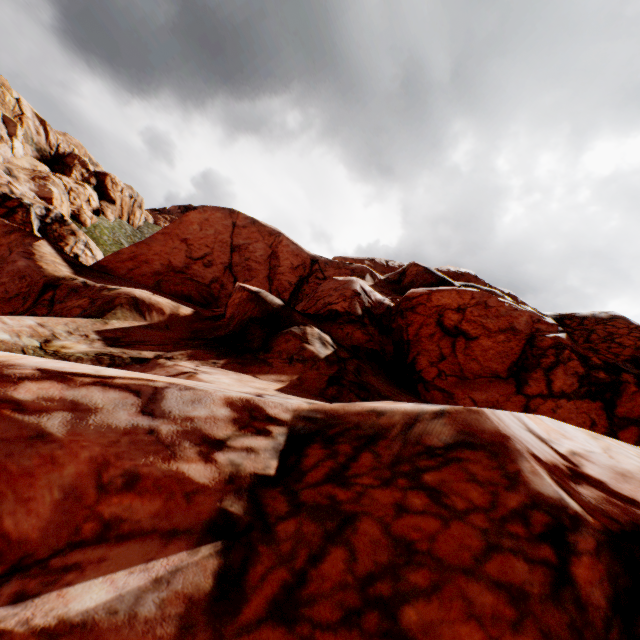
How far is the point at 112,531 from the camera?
3.2m
